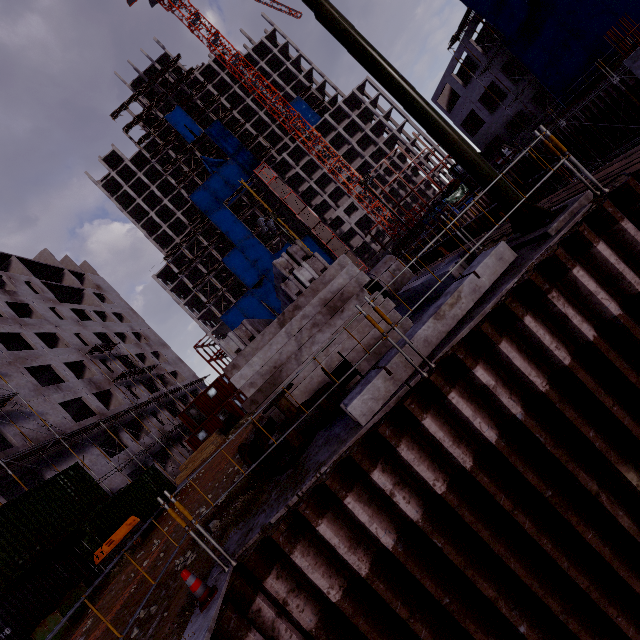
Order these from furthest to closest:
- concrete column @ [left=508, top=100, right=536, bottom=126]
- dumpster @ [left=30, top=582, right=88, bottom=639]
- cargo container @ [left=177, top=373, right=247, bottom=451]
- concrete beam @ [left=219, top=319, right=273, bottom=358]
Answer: cargo container @ [left=177, top=373, right=247, bottom=451]
concrete column @ [left=508, top=100, right=536, bottom=126]
dumpster @ [left=30, top=582, right=88, bottom=639]
concrete beam @ [left=219, top=319, right=273, bottom=358]

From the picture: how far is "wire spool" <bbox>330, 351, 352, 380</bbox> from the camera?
6.7 meters

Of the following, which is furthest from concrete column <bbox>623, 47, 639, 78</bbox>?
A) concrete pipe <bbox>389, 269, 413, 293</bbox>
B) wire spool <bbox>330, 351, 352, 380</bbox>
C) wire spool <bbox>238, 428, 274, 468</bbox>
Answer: wire spool <bbox>238, 428, 274, 468</bbox>

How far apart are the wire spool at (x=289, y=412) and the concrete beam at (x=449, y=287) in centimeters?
100cm

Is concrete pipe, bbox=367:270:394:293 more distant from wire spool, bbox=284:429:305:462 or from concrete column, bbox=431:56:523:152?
concrete column, bbox=431:56:523:152

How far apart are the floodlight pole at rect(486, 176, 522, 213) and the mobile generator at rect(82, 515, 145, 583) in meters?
17.4 m

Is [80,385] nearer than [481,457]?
No

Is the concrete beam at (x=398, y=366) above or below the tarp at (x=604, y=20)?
below
